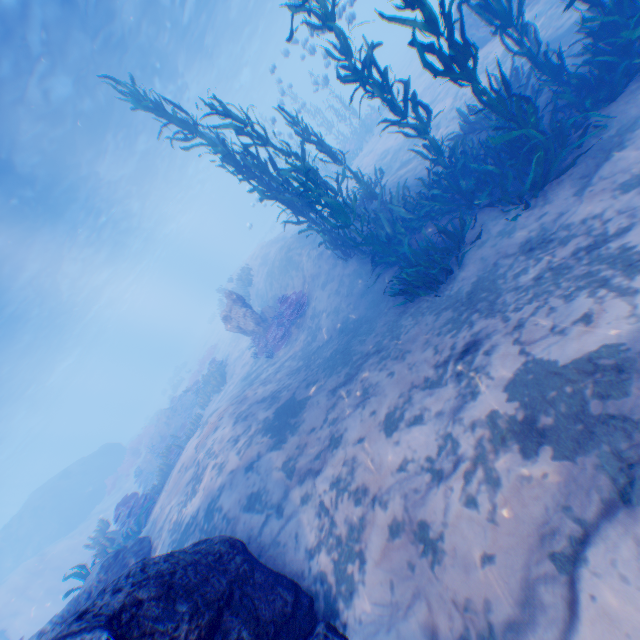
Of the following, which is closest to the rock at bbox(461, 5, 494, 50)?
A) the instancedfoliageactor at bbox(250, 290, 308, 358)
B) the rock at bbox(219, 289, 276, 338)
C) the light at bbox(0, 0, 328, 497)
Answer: the light at bbox(0, 0, 328, 497)

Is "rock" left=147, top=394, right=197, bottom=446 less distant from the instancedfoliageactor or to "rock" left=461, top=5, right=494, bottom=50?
"rock" left=461, top=5, right=494, bottom=50

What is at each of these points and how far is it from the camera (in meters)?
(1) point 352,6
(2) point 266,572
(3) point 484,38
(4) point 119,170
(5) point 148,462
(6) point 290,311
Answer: (1) light, 12.30
(2) rock, 4.18
(3) rock, 12.80
(4) light, 22.48
(5) rock, 20.70
(6) instancedfoliageactor, 12.38

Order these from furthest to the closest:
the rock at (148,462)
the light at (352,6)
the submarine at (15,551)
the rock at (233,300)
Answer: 1. the submarine at (15,551)
2. the rock at (148,462)
3. the rock at (233,300)
4. the light at (352,6)

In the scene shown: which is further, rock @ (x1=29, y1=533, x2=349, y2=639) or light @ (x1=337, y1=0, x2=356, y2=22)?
light @ (x1=337, y1=0, x2=356, y2=22)

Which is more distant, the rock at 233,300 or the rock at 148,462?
the rock at 148,462

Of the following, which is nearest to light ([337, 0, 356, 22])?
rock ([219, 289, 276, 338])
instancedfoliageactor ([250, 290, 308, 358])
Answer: rock ([219, 289, 276, 338])

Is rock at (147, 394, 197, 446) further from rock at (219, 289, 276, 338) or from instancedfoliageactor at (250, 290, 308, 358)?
instancedfoliageactor at (250, 290, 308, 358)
